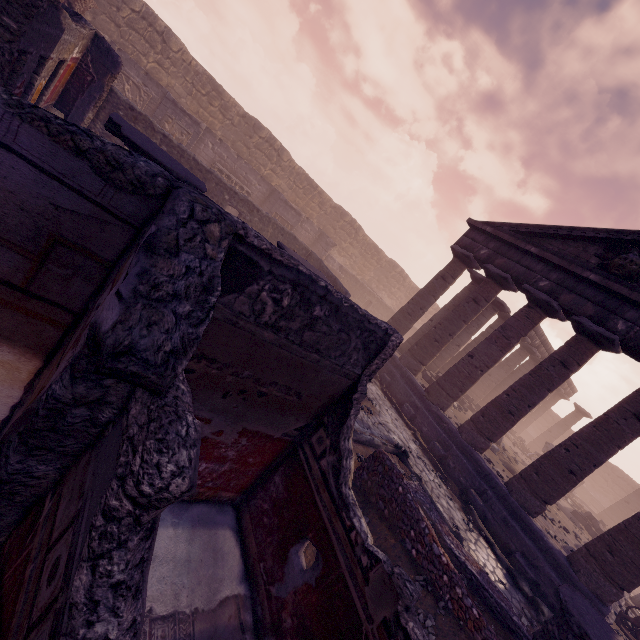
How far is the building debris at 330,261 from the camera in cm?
2238

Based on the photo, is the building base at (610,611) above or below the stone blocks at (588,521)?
below

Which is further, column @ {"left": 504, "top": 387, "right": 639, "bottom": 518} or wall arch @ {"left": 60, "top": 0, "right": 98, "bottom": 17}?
wall arch @ {"left": 60, "top": 0, "right": 98, "bottom": 17}

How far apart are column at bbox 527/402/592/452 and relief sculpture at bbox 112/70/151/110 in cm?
3664

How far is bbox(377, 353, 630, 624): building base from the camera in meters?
8.1

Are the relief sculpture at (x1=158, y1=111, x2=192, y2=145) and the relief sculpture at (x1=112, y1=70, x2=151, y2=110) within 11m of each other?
yes

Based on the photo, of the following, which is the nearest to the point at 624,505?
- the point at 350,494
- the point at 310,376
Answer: the point at 350,494

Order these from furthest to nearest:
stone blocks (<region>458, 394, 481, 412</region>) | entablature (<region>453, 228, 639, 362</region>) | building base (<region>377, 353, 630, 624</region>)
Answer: stone blocks (<region>458, 394, 481, 412</region>)
entablature (<region>453, 228, 639, 362</region>)
building base (<region>377, 353, 630, 624</region>)
